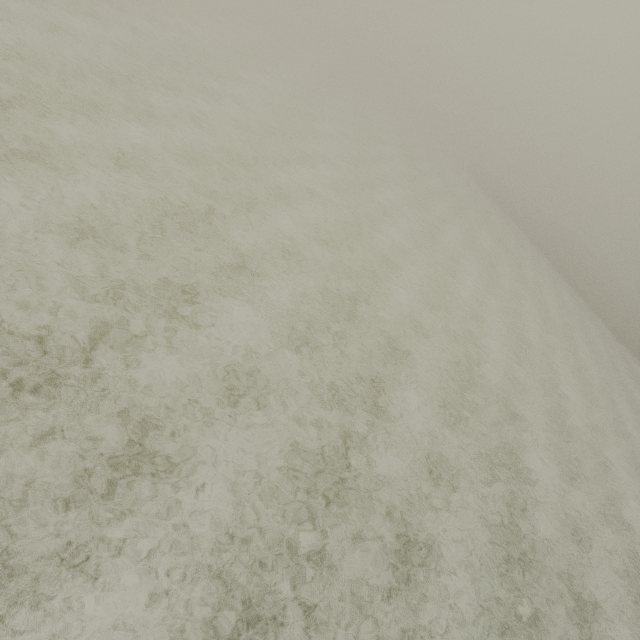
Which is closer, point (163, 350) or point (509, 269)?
point (163, 350)
